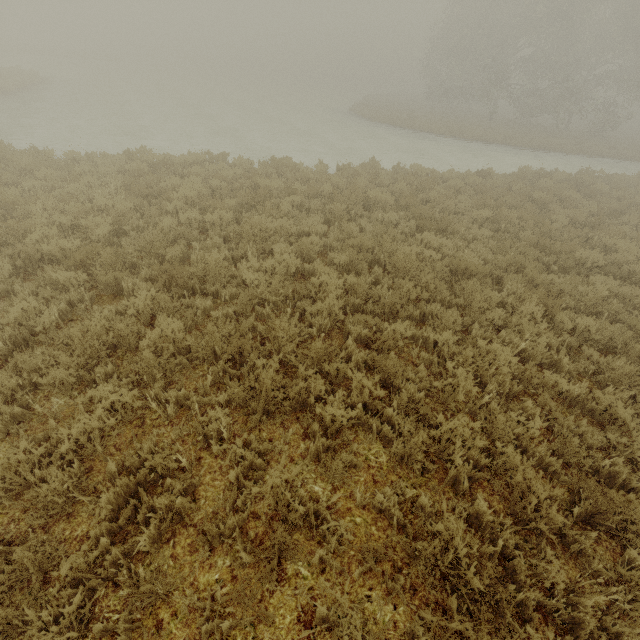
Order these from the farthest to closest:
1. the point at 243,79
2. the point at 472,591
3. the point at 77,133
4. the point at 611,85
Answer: the point at 243,79 < the point at 611,85 < the point at 77,133 < the point at 472,591
